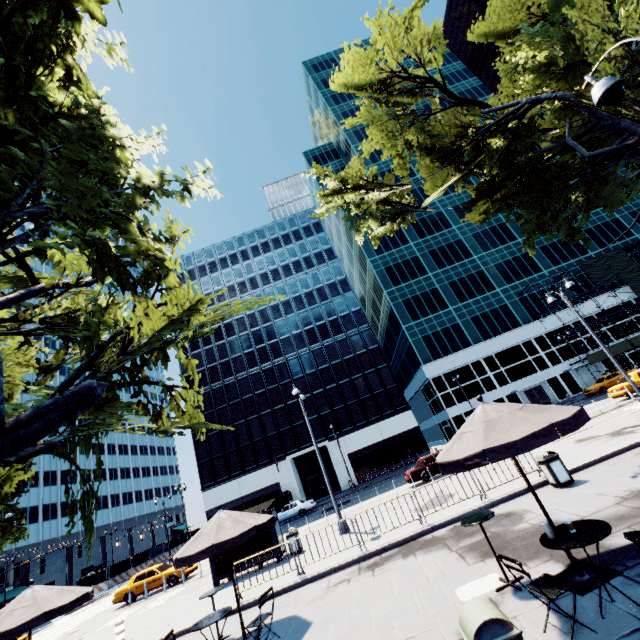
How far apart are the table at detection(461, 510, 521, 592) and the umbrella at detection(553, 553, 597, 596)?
0.46m

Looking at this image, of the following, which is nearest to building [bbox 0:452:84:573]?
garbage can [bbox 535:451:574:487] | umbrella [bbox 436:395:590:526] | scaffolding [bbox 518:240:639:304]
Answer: umbrella [bbox 436:395:590:526]

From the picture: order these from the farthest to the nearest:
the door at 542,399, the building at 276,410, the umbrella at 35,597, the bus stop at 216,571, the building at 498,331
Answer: the building at 498,331 < the door at 542,399 < the building at 276,410 < the bus stop at 216,571 < the umbrella at 35,597

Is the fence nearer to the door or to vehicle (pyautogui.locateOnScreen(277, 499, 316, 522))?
vehicle (pyautogui.locateOnScreen(277, 499, 316, 522))

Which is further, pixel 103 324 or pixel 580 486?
pixel 580 486

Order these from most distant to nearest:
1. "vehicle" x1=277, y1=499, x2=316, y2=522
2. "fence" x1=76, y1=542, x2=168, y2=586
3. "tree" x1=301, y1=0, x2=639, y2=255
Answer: "fence" x1=76, y1=542, x2=168, y2=586
"vehicle" x1=277, y1=499, x2=316, y2=522
"tree" x1=301, y1=0, x2=639, y2=255

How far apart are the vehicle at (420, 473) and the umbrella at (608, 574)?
17.09m

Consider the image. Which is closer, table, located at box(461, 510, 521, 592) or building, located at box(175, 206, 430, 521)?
table, located at box(461, 510, 521, 592)
